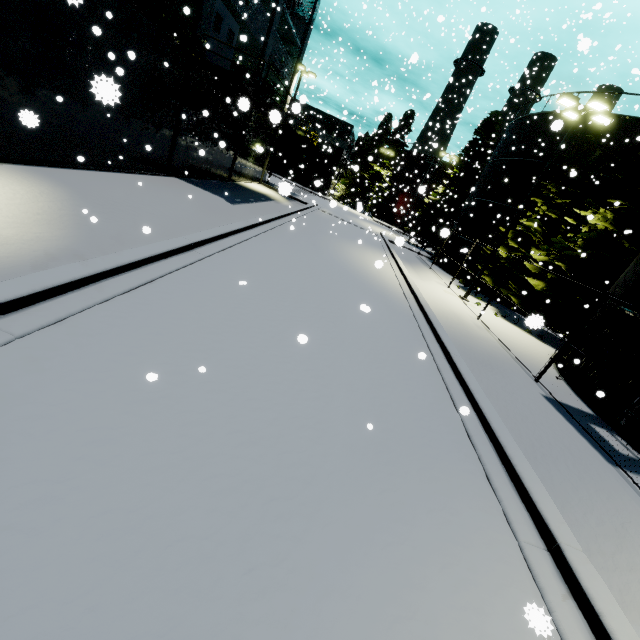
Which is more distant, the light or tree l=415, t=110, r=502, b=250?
tree l=415, t=110, r=502, b=250

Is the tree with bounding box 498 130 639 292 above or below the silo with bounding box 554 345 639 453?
above

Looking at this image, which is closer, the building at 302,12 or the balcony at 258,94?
the balcony at 258,94

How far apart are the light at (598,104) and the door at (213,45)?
15.68m

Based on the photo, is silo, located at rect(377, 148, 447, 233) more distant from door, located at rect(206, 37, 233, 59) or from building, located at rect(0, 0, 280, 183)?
door, located at rect(206, 37, 233, 59)

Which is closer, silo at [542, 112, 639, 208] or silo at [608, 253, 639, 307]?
silo at [608, 253, 639, 307]

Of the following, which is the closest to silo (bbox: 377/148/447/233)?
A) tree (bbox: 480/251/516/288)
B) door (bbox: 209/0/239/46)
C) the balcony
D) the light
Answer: tree (bbox: 480/251/516/288)

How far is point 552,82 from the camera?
12.4m
